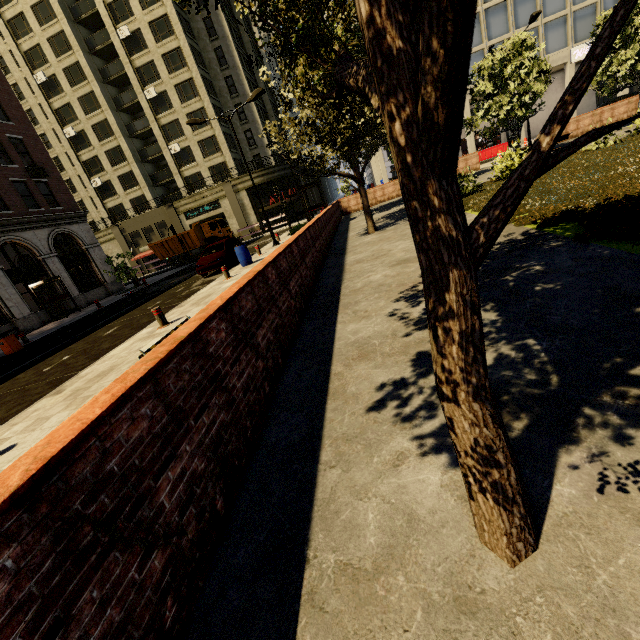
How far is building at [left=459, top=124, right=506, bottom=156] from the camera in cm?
3509

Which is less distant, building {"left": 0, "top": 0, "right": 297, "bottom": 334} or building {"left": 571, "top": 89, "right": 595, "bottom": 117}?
building {"left": 0, "top": 0, "right": 297, "bottom": 334}

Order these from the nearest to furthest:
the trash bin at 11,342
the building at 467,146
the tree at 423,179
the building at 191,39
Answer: the tree at 423,179
the trash bin at 11,342
the building at 191,39
the building at 467,146

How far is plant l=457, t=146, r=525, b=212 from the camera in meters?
10.2 m

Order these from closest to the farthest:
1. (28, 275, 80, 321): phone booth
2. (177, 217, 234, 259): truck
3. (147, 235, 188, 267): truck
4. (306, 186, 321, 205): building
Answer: (28, 275, 80, 321): phone booth, (177, 217, 234, 259): truck, (147, 235, 188, 267): truck, (306, 186, 321, 205): building

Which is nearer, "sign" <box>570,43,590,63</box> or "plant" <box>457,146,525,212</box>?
"plant" <box>457,146,525,212</box>

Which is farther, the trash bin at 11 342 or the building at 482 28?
the building at 482 28

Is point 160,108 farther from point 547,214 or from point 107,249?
point 547,214
